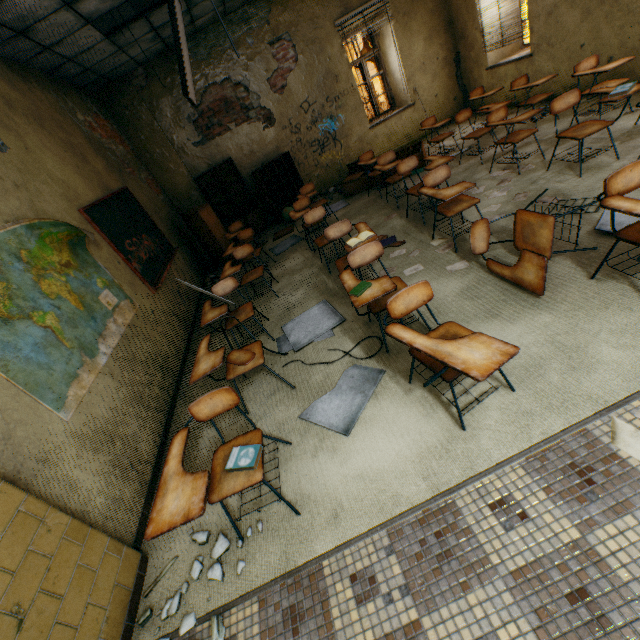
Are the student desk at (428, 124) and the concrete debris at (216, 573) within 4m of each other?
no

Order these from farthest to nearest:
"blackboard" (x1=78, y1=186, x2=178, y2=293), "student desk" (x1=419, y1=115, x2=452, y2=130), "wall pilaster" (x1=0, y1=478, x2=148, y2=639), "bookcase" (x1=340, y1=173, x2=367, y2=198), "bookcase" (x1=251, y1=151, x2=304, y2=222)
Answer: "bookcase" (x1=251, y1=151, x2=304, y2=222) → "bookcase" (x1=340, y1=173, x2=367, y2=198) → "student desk" (x1=419, y1=115, x2=452, y2=130) → "blackboard" (x1=78, y1=186, x2=178, y2=293) → "wall pilaster" (x1=0, y1=478, x2=148, y2=639)

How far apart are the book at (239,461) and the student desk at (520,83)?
6.24m

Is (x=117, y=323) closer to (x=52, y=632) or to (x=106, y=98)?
(x=52, y=632)

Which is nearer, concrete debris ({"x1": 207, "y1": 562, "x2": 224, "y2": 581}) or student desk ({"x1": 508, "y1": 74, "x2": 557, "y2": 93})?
concrete debris ({"x1": 207, "y1": 562, "x2": 224, "y2": 581})

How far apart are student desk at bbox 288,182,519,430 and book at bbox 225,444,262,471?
1.1m

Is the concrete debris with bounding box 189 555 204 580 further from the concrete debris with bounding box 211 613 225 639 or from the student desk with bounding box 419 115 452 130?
the student desk with bounding box 419 115 452 130

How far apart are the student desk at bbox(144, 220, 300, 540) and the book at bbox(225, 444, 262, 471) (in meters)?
0.63
